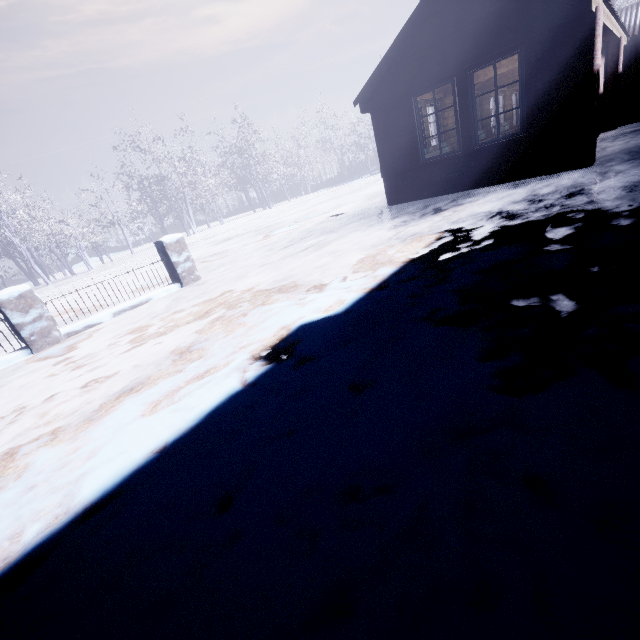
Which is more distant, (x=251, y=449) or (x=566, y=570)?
(x=251, y=449)
